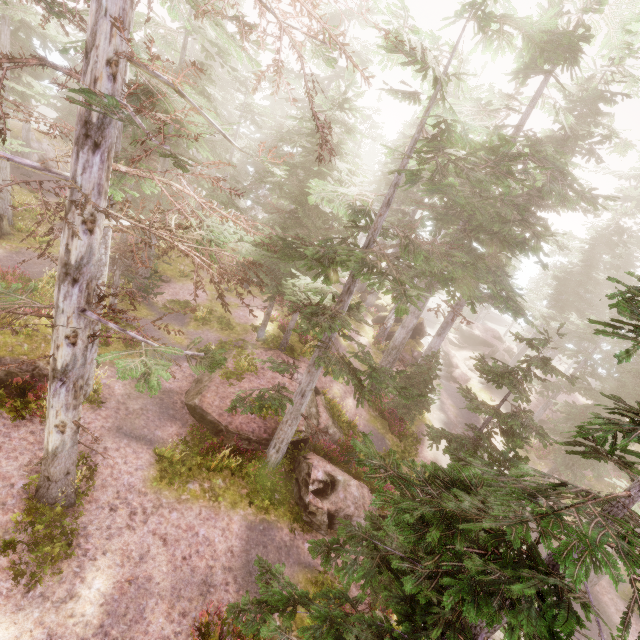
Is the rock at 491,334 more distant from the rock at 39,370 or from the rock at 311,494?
the rock at 39,370

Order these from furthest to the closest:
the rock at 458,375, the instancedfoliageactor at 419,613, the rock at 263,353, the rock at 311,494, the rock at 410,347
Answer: the rock at 458,375 < the rock at 410,347 < the rock at 263,353 < the rock at 311,494 < the instancedfoliageactor at 419,613

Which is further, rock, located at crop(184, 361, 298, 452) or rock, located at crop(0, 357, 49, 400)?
rock, located at crop(184, 361, 298, 452)

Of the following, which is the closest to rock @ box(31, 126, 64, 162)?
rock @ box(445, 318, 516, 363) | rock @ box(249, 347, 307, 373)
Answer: rock @ box(249, 347, 307, 373)

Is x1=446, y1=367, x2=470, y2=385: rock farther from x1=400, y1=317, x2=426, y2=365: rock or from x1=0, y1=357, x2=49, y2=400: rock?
x1=0, y1=357, x2=49, y2=400: rock

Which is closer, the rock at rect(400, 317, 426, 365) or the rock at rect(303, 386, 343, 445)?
the rock at rect(303, 386, 343, 445)

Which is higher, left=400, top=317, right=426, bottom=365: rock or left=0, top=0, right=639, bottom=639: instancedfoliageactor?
left=0, top=0, right=639, bottom=639: instancedfoliageactor

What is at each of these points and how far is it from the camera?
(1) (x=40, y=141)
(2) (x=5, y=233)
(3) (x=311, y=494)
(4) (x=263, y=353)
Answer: (1) rock, 28.56m
(2) tree trunk, 18.77m
(3) rock, 13.03m
(4) rock, 19.30m
